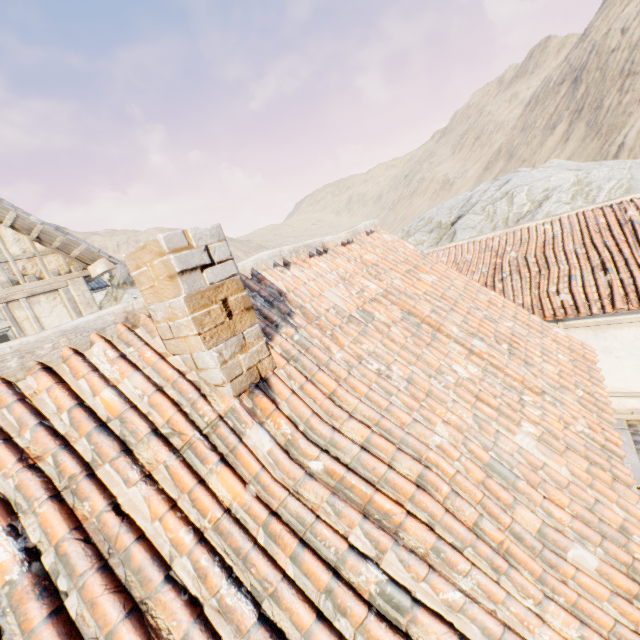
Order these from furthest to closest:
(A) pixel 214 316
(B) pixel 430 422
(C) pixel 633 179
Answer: (C) pixel 633 179 < (B) pixel 430 422 < (A) pixel 214 316

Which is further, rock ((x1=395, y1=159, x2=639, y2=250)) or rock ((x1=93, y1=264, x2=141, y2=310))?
rock ((x1=93, y1=264, x2=141, y2=310))

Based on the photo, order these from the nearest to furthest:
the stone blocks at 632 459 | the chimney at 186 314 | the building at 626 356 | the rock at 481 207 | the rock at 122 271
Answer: the chimney at 186 314, the stone blocks at 632 459, the building at 626 356, the rock at 481 207, the rock at 122 271

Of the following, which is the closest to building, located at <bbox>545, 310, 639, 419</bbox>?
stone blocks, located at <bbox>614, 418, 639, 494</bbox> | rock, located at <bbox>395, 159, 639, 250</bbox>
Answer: stone blocks, located at <bbox>614, 418, 639, 494</bbox>

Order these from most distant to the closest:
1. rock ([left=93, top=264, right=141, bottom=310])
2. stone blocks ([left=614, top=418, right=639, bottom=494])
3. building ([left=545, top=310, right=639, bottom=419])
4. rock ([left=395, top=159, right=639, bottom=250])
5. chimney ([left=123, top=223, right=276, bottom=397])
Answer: rock ([left=93, top=264, right=141, bottom=310]), rock ([left=395, top=159, right=639, bottom=250]), building ([left=545, top=310, right=639, bottom=419]), stone blocks ([left=614, top=418, right=639, bottom=494]), chimney ([left=123, top=223, right=276, bottom=397])

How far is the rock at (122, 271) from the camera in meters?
39.5 m

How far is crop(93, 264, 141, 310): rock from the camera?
39.5 meters

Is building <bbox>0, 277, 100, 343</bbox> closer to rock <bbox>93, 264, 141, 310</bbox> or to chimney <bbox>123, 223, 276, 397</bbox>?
chimney <bbox>123, 223, 276, 397</bbox>
